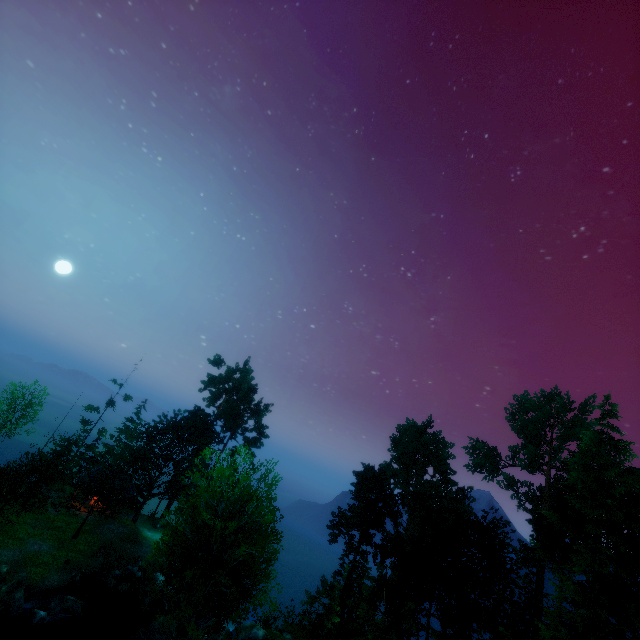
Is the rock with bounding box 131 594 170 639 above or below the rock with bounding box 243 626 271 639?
below

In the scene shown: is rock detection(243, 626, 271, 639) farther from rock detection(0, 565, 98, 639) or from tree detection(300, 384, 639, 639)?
rock detection(0, 565, 98, 639)

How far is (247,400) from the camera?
46.7m

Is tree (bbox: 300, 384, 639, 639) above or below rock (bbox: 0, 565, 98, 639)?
above

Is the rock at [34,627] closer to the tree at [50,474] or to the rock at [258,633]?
the tree at [50,474]

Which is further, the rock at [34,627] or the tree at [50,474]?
the rock at [34,627]

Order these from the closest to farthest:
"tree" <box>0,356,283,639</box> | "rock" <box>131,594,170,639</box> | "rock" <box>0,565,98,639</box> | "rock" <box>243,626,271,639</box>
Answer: "tree" <box>0,356,283,639</box> < "rock" <box>0,565,98,639</box> < "rock" <box>131,594,170,639</box> < "rock" <box>243,626,271,639</box>

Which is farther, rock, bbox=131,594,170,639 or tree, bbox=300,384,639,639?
rock, bbox=131,594,170,639
